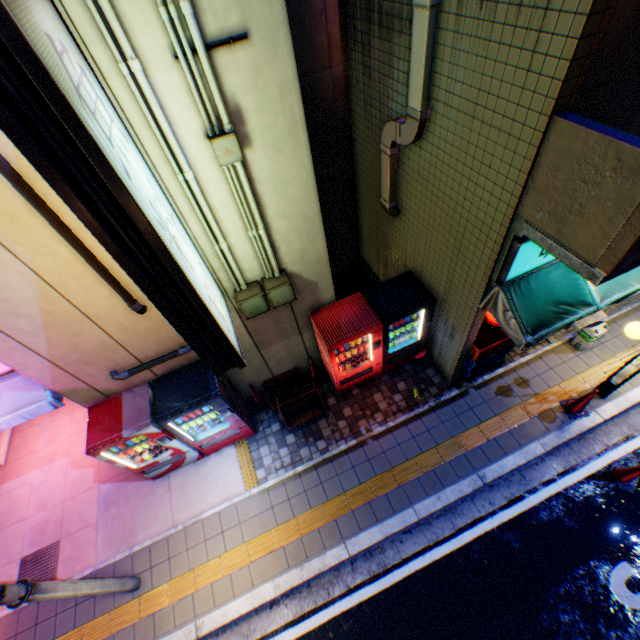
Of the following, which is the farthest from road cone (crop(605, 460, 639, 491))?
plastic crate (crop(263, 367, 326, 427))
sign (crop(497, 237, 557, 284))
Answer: plastic crate (crop(263, 367, 326, 427))

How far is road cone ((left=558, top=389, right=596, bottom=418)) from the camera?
6.0 meters

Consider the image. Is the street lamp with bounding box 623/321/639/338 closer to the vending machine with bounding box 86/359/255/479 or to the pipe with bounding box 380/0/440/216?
the pipe with bounding box 380/0/440/216

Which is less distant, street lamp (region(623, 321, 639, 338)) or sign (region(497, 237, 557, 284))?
sign (region(497, 237, 557, 284))

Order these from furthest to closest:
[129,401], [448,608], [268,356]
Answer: [268,356] < [129,401] < [448,608]

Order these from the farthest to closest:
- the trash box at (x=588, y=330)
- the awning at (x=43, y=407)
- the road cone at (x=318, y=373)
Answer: the road cone at (x=318, y=373) < the trash box at (x=588, y=330) < the awning at (x=43, y=407)

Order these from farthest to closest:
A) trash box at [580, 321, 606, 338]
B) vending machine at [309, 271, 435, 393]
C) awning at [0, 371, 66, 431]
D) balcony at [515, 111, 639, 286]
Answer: trash box at [580, 321, 606, 338] → vending machine at [309, 271, 435, 393] → awning at [0, 371, 66, 431] → balcony at [515, 111, 639, 286]

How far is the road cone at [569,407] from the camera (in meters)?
5.97
